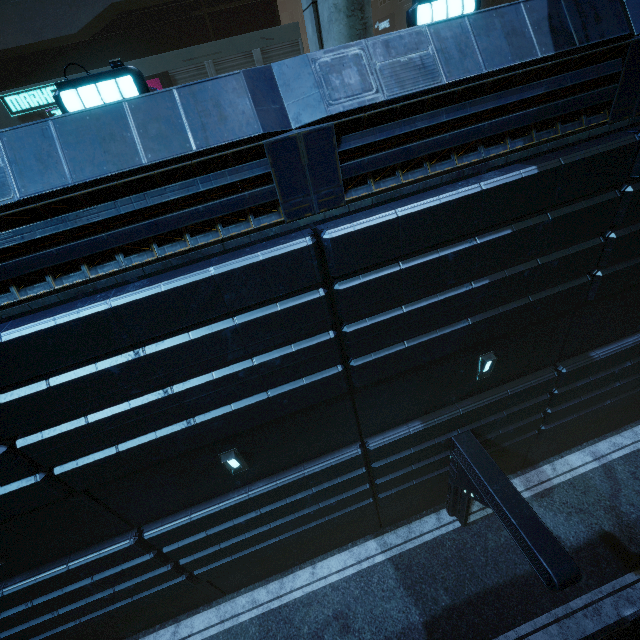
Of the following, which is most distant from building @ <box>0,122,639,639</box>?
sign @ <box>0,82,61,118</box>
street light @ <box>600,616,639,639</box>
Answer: street light @ <box>600,616,639,639</box>

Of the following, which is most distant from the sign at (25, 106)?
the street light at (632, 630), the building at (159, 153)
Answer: the street light at (632, 630)

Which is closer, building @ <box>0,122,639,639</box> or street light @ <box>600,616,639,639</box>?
building @ <box>0,122,639,639</box>

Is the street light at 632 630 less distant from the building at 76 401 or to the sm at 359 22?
the building at 76 401

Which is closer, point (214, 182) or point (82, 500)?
point (214, 182)

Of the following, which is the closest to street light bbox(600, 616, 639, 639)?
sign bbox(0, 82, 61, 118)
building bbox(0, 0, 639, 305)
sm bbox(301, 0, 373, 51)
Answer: building bbox(0, 0, 639, 305)

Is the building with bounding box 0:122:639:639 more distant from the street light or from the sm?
the street light
